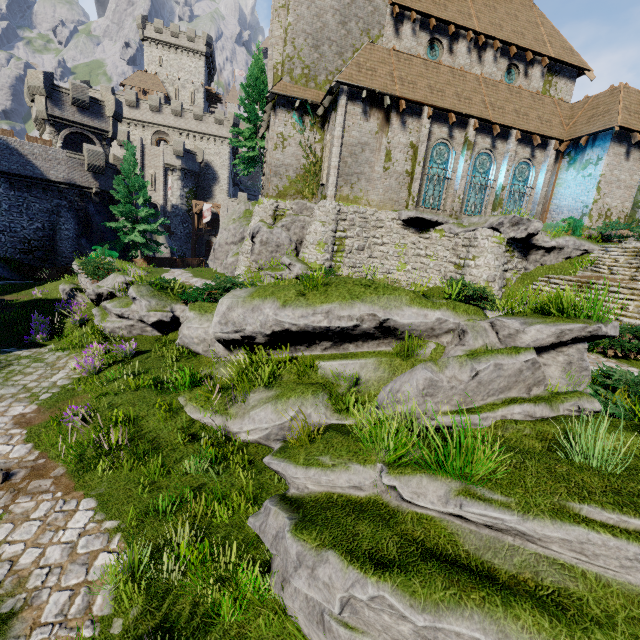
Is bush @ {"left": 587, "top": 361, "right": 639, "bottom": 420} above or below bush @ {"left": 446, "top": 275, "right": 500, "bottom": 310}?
below

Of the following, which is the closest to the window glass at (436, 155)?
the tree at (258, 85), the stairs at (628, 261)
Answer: the stairs at (628, 261)

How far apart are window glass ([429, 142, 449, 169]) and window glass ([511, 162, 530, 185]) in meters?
4.5 m

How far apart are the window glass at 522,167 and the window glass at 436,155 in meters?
4.5

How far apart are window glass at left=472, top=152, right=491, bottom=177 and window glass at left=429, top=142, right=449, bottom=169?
1.54m

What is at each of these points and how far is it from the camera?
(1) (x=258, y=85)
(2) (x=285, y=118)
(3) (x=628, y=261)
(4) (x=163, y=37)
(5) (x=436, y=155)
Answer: (1) tree, 26.81m
(2) building, 19.11m
(3) stairs, 15.09m
(4) building, 54.19m
(5) window glass, 18.86m

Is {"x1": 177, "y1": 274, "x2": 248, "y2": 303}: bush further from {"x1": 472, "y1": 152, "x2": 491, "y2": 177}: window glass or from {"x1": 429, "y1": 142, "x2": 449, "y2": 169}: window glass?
{"x1": 472, "y1": 152, "x2": 491, "y2": 177}: window glass

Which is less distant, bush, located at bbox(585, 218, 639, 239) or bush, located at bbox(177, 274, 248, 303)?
bush, located at bbox(177, 274, 248, 303)
